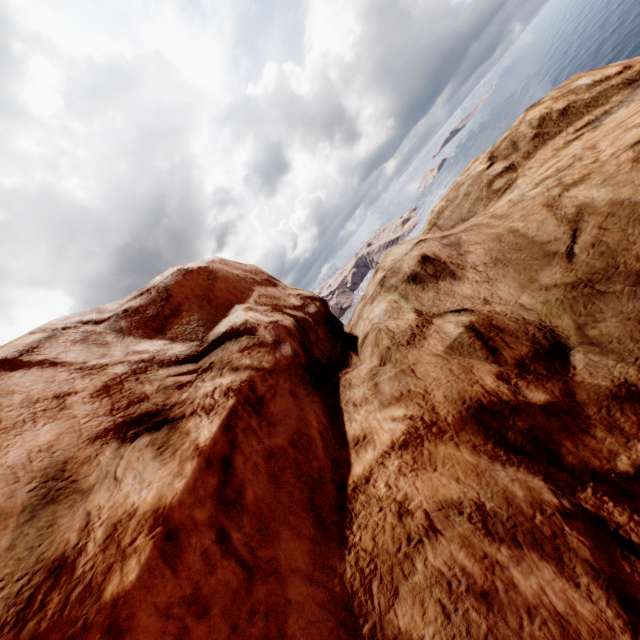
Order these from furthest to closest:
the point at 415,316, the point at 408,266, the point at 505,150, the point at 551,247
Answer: the point at 505,150
the point at 408,266
the point at 415,316
the point at 551,247
